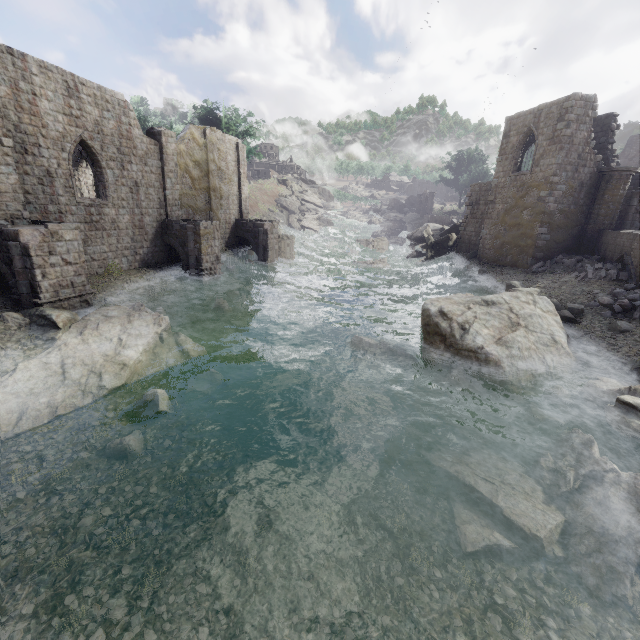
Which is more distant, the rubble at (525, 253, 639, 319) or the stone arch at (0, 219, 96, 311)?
the rubble at (525, 253, 639, 319)

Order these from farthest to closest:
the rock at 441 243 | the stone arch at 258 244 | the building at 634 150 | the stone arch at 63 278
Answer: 1. the building at 634 150
2. the rock at 441 243
3. the stone arch at 258 244
4. the stone arch at 63 278

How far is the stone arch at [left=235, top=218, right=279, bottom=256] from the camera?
29.73m

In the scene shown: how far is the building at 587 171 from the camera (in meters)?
21.45

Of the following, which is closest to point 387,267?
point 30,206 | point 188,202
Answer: point 188,202

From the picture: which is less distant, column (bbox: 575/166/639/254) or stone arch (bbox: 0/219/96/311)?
stone arch (bbox: 0/219/96/311)

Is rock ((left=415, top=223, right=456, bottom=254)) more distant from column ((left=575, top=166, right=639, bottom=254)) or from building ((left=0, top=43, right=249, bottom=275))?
column ((left=575, top=166, right=639, bottom=254))

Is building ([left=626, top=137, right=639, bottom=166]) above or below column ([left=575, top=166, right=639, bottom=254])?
above
